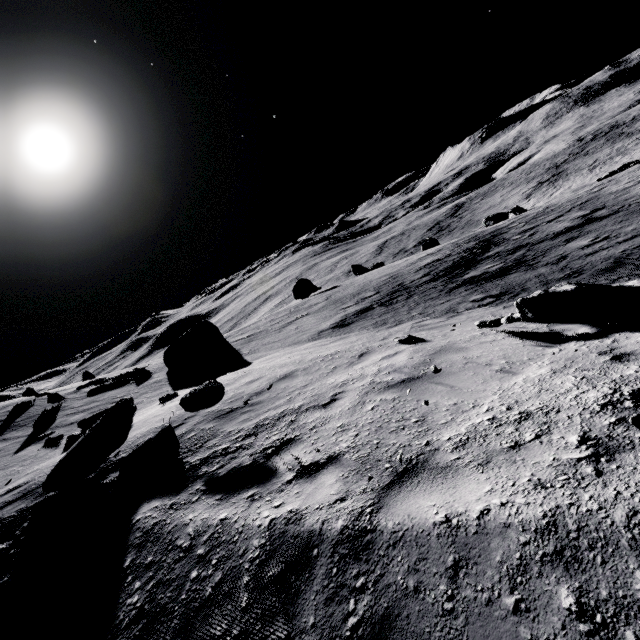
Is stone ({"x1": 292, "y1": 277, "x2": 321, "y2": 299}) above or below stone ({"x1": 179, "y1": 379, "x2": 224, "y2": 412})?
below

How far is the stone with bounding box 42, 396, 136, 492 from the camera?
5.9 meters

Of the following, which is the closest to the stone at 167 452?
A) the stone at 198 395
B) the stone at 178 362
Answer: the stone at 198 395

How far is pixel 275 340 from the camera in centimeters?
1680cm

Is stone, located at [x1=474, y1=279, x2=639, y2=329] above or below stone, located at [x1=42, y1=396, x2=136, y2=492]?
below

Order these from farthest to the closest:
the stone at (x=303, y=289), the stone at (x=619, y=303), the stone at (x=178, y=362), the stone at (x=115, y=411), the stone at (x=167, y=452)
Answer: the stone at (x=303, y=289) < the stone at (x=178, y=362) < the stone at (x=115, y=411) < the stone at (x=167, y=452) < the stone at (x=619, y=303)

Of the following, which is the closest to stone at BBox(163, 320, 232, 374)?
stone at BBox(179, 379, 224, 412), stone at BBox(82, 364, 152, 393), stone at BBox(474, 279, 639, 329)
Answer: stone at BBox(82, 364, 152, 393)

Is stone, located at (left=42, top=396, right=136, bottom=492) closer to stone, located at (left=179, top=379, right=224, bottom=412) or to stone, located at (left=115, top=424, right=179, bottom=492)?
stone, located at (left=115, top=424, right=179, bottom=492)
